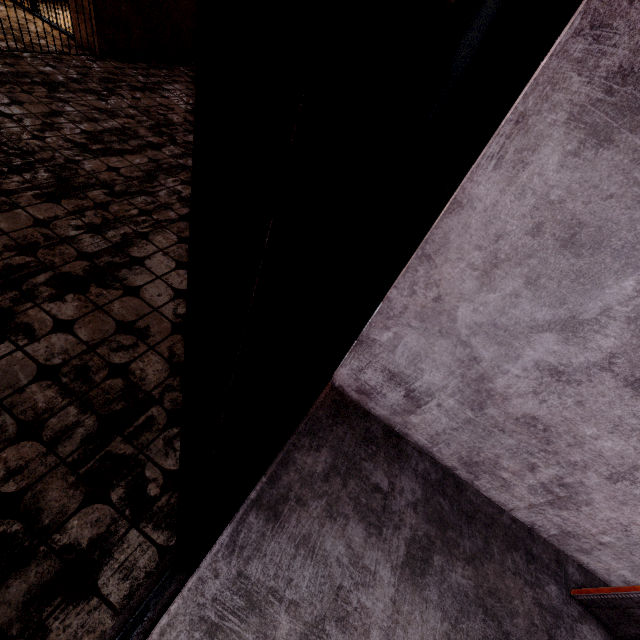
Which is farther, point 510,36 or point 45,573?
point 45,573

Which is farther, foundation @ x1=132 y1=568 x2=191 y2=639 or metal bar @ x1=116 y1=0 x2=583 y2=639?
foundation @ x1=132 y1=568 x2=191 y2=639

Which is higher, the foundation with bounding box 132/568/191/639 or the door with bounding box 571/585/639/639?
the door with bounding box 571/585/639/639

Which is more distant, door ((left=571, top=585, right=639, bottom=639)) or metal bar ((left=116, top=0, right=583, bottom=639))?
door ((left=571, top=585, right=639, bottom=639))

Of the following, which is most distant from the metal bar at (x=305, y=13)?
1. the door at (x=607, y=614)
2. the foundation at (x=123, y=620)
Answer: the door at (x=607, y=614)

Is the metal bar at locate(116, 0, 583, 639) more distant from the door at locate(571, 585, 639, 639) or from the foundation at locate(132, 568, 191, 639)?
the door at locate(571, 585, 639, 639)
